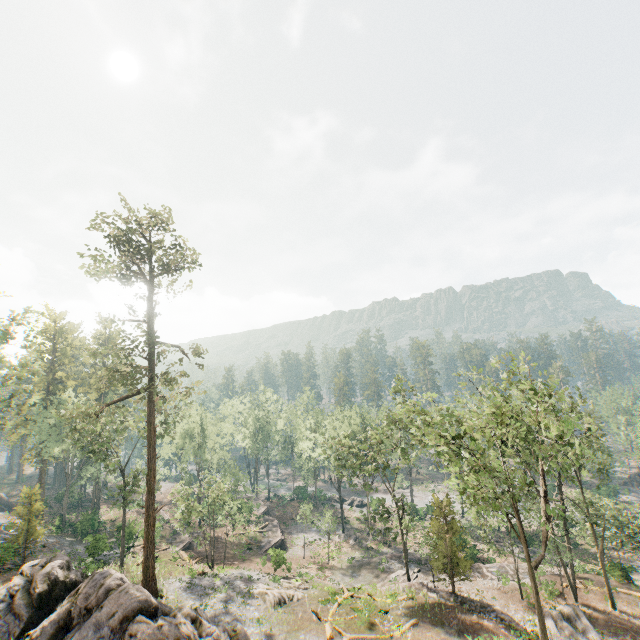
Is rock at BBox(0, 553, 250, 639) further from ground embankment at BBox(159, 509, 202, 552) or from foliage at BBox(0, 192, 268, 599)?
ground embankment at BBox(159, 509, 202, 552)

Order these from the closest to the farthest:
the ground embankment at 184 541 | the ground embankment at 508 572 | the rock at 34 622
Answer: the rock at 34 622 < the ground embankment at 508 572 < the ground embankment at 184 541

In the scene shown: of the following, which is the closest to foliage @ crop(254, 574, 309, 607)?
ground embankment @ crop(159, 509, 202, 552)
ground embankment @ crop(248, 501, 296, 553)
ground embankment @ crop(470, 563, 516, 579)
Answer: ground embankment @ crop(470, 563, 516, 579)

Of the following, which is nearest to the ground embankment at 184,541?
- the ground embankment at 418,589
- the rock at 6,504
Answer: the ground embankment at 418,589

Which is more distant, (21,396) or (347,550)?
(347,550)

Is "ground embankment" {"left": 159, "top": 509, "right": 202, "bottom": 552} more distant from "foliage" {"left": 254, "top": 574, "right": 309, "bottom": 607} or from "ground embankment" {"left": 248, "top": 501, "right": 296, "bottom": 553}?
"ground embankment" {"left": 248, "top": 501, "right": 296, "bottom": 553}

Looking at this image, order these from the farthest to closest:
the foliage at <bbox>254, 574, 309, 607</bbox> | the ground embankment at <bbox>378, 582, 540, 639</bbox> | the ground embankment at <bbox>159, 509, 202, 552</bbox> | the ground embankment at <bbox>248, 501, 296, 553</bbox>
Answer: the ground embankment at <bbox>248, 501, 296, 553</bbox>
the ground embankment at <bbox>159, 509, 202, 552</bbox>
the foliage at <bbox>254, 574, 309, 607</bbox>
the ground embankment at <bbox>378, 582, 540, 639</bbox>

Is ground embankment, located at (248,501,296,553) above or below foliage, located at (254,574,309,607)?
below
